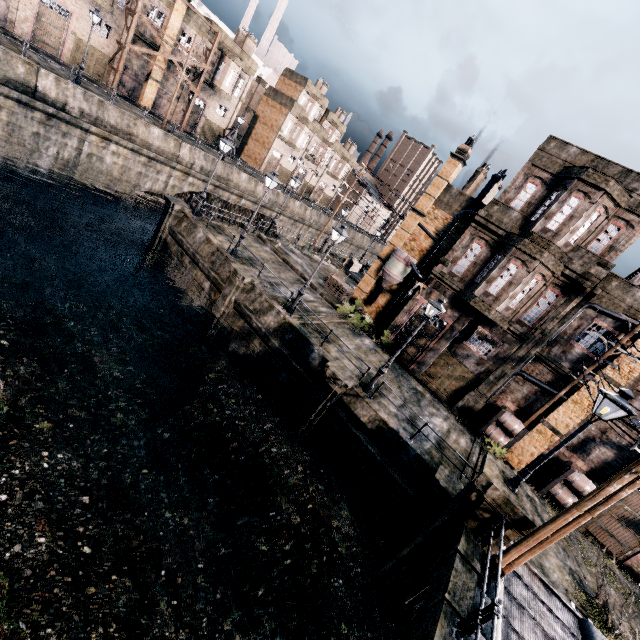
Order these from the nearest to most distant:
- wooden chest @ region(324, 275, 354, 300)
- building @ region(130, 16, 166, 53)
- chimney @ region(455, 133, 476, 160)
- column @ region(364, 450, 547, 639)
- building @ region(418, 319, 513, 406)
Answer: column @ region(364, 450, 547, 639) → building @ region(418, 319, 513, 406) → chimney @ region(455, 133, 476, 160) → wooden chest @ region(324, 275, 354, 300) → building @ region(130, 16, 166, 53)

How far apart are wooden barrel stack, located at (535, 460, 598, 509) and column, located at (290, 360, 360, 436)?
12.4 meters

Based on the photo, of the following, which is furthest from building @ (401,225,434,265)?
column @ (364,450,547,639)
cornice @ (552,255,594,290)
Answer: column @ (364,450,547,639)

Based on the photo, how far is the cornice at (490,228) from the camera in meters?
19.5 m

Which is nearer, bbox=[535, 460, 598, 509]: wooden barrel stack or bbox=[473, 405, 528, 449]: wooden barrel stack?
bbox=[535, 460, 598, 509]: wooden barrel stack

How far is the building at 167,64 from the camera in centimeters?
3647cm

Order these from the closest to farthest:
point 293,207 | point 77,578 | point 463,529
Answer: point 77,578
point 463,529
point 293,207

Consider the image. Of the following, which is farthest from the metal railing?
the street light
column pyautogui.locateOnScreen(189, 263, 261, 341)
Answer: column pyautogui.locateOnScreen(189, 263, 261, 341)
